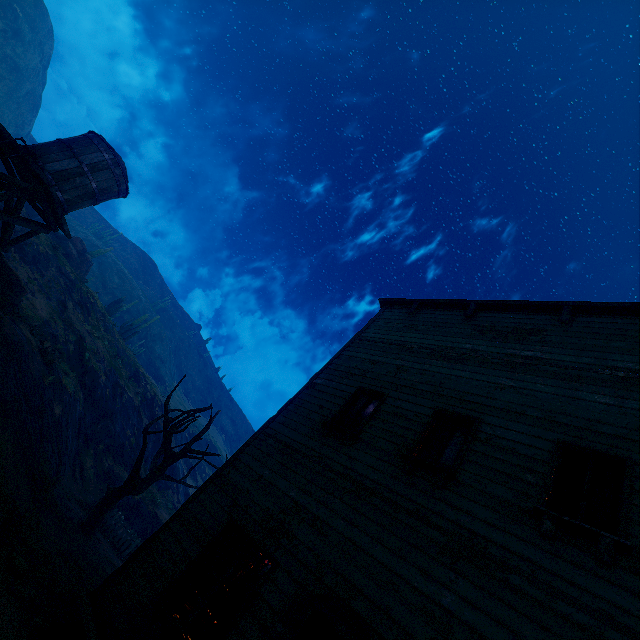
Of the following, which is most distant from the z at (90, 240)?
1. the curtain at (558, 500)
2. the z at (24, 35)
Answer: → the curtain at (558, 500)

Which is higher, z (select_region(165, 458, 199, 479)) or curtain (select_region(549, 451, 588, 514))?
curtain (select_region(549, 451, 588, 514))

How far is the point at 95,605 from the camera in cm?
540

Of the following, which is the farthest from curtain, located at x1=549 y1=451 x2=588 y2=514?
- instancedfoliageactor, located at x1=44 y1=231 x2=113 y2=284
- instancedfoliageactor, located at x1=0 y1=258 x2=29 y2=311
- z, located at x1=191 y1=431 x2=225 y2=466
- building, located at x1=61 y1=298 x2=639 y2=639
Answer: z, located at x1=191 y1=431 x2=225 y2=466

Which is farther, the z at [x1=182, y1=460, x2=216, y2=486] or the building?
the z at [x1=182, y1=460, x2=216, y2=486]

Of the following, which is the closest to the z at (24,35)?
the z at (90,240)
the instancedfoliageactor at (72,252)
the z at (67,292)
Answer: the instancedfoliageactor at (72,252)

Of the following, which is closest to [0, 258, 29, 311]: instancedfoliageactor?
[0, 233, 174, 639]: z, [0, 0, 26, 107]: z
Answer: [0, 0, 26, 107]: z

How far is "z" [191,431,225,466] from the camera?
49.8 meters
